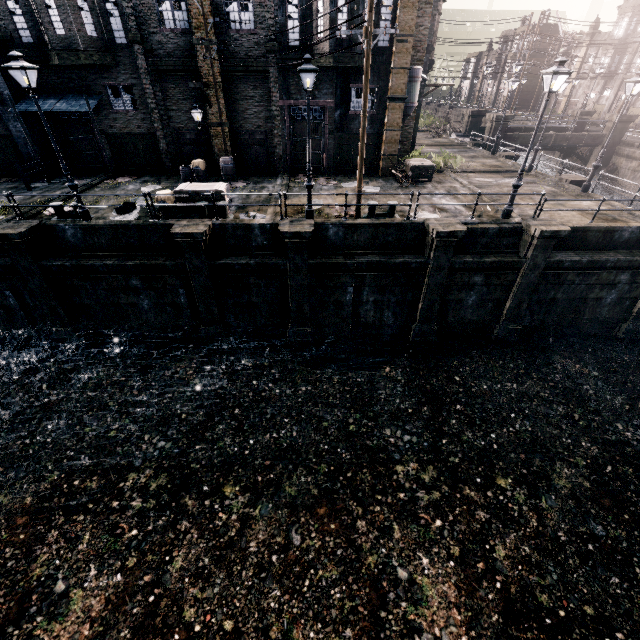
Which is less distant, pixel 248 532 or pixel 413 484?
pixel 248 532

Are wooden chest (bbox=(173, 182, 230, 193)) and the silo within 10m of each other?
no

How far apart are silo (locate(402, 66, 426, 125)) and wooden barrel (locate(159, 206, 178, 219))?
15.73m

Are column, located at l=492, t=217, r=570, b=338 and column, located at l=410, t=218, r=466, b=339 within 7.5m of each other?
yes

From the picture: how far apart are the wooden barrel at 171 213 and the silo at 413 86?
15.7 meters

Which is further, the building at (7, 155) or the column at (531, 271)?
the building at (7, 155)

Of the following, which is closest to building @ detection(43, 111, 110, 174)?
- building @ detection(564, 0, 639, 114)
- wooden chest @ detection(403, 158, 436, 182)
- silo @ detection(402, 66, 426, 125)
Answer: silo @ detection(402, 66, 426, 125)

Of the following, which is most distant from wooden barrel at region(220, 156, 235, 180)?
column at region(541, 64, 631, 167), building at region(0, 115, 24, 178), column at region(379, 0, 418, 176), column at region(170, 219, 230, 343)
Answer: column at region(541, 64, 631, 167)
